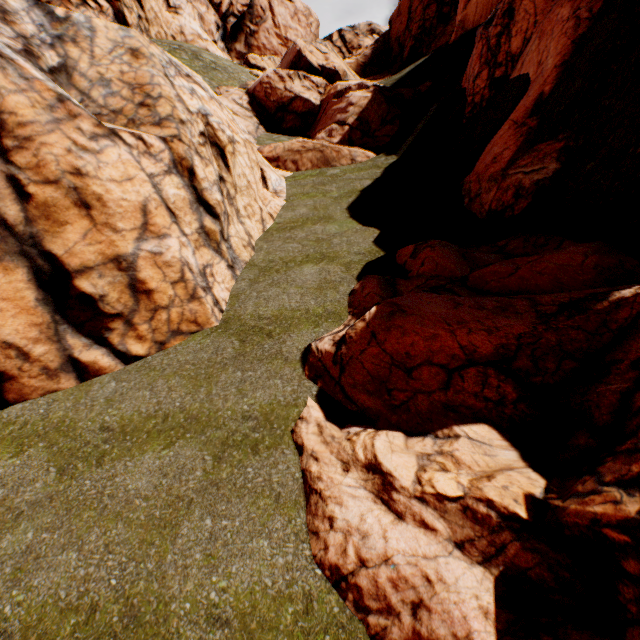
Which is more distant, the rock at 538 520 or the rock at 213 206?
the rock at 213 206

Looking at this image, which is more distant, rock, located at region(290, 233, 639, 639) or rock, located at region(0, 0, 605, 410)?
rock, located at region(0, 0, 605, 410)

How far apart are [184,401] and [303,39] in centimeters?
3810cm
